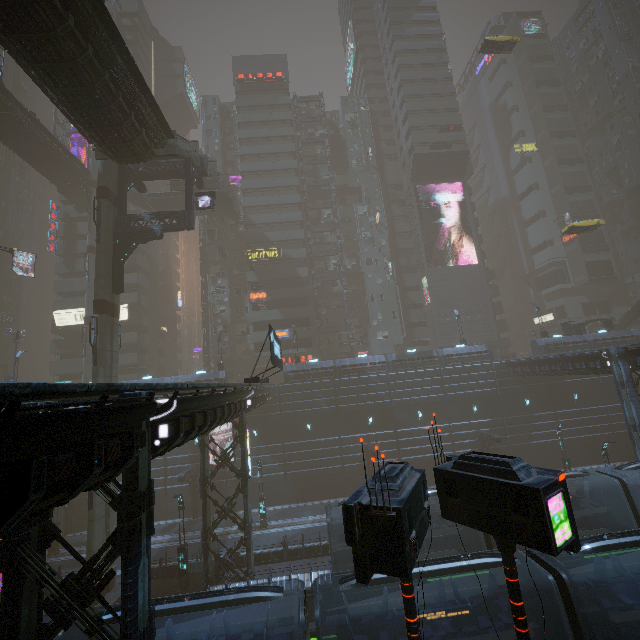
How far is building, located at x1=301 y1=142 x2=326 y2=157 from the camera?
54.5 meters

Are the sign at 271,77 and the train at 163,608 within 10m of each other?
no

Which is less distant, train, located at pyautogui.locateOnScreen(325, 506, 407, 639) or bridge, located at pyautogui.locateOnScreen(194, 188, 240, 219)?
train, located at pyautogui.locateOnScreen(325, 506, 407, 639)

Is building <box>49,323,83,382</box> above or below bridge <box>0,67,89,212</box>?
below

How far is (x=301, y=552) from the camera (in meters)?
22.14

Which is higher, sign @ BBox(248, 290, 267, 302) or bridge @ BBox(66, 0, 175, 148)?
bridge @ BBox(66, 0, 175, 148)

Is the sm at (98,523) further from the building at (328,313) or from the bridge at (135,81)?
the bridge at (135,81)

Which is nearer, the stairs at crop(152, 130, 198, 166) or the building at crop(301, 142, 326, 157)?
the stairs at crop(152, 130, 198, 166)
